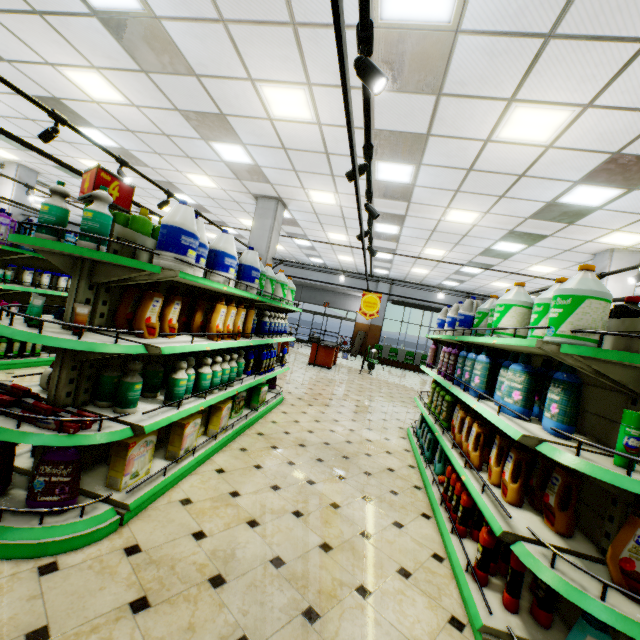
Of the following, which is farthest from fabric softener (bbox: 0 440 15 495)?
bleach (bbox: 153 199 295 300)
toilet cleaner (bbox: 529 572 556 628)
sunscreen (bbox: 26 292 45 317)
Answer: toilet cleaner (bbox: 529 572 556 628)

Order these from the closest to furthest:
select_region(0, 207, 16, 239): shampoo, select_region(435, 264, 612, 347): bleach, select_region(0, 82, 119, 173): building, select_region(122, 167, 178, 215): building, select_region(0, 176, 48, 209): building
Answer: select_region(435, 264, 612, 347): bleach → select_region(0, 207, 16, 239): shampoo → select_region(0, 82, 119, 173): building → select_region(122, 167, 178, 215): building → select_region(0, 176, 48, 209): building

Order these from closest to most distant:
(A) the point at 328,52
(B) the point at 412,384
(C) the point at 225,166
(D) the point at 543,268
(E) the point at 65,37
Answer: (A) the point at 328,52, (E) the point at 65,37, (C) the point at 225,166, (D) the point at 543,268, (B) the point at 412,384

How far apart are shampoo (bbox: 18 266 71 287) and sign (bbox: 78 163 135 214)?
4.45m

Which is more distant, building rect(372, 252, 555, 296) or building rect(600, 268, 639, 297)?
building rect(372, 252, 555, 296)

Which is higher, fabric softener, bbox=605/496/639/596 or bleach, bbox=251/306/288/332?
bleach, bbox=251/306/288/332

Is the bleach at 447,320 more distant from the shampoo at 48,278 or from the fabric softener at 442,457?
the shampoo at 48,278

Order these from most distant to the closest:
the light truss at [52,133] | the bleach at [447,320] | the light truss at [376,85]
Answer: the light truss at [52,133] → the bleach at [447,320] → the light truss at [376,85]
